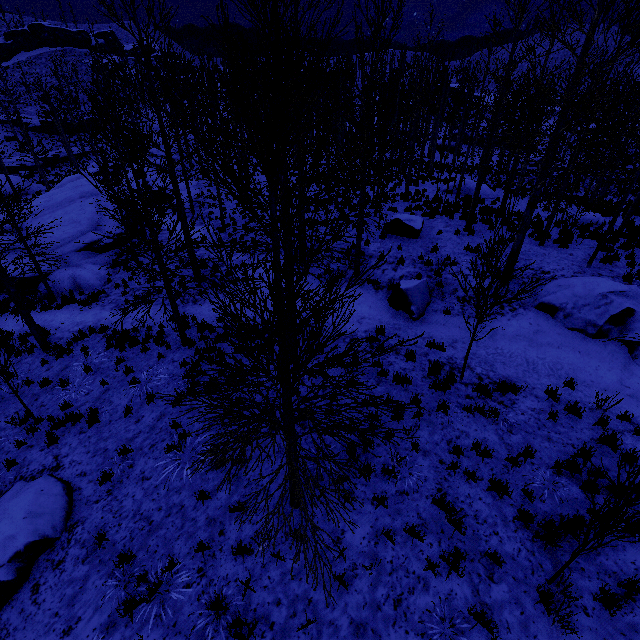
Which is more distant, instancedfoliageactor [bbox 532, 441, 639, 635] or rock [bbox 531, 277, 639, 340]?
rock [bbox 531, 277, 639, 340]

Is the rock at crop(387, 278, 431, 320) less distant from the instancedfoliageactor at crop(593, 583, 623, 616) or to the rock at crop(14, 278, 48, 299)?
the instancedfoliageactor at crop(593, 583, 623, 616)

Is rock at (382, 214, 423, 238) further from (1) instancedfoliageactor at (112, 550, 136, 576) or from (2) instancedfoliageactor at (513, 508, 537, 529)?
(1) instancedfoliageactor at (112, 550, 136, 576)

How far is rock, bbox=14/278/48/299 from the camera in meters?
17.4

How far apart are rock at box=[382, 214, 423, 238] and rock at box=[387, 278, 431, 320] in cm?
364

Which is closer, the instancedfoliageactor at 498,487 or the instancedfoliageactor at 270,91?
the instancedfoliageactor at 270,91

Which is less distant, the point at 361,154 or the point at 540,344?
the point at 540,344

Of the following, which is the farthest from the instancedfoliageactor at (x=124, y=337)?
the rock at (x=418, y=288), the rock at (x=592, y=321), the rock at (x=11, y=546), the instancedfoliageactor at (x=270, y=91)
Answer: the rock at (x=592, y=321)
